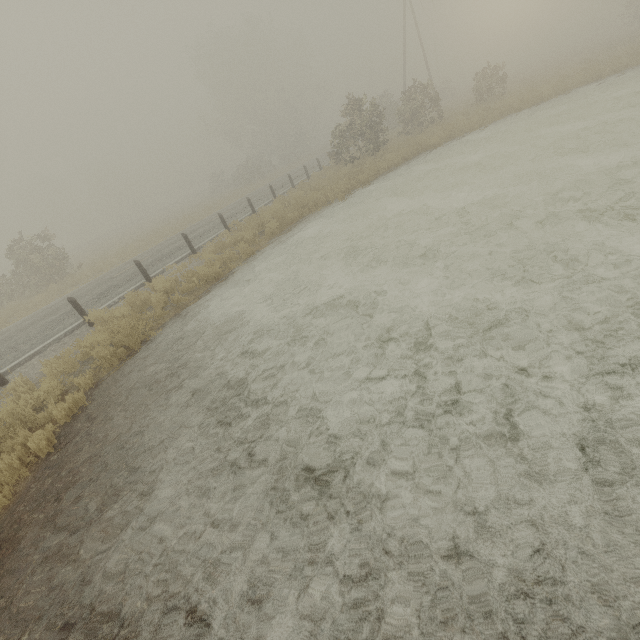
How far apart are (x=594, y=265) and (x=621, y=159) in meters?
5.5

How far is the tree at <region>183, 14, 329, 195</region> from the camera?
40.28m

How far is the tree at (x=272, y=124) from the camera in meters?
40.3
